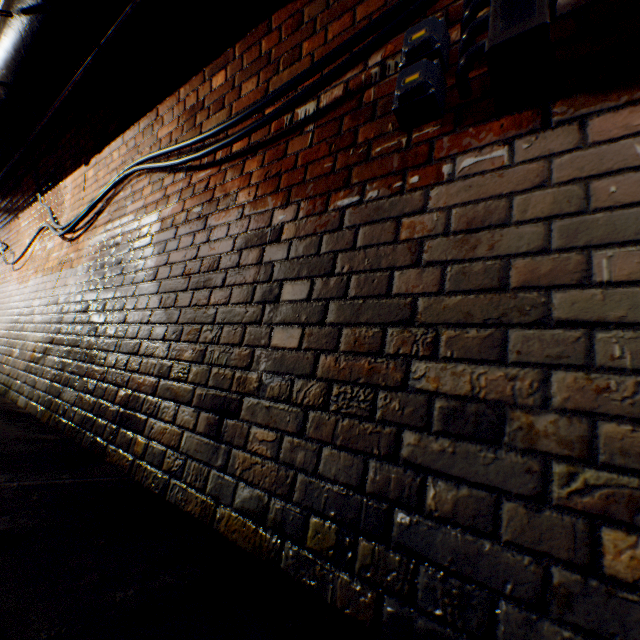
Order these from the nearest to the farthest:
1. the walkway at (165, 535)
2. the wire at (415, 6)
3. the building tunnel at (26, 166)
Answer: the walkway at (165, 535), the wire at (415, 6), the building tunnel at (26, 166)

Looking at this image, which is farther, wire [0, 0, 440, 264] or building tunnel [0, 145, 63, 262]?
building tunnel [0, 145, 63, 262]

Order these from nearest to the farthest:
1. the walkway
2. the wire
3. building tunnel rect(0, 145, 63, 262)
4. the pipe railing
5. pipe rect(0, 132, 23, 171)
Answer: the walkway
the wire
the pipe railing
pipe rect(0, 132, 23, 171)
building tunnel rect(0, 145, 63, 262)

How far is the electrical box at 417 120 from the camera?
1.0m

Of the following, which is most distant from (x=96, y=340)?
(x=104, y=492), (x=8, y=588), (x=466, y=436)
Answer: (x=466, y=436)

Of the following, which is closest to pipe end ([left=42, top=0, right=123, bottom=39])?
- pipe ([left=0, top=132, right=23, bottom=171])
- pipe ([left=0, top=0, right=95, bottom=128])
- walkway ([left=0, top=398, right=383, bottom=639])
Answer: pipe ([left=0, top=0, right=95, bottom=128])

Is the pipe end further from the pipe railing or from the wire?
the wire

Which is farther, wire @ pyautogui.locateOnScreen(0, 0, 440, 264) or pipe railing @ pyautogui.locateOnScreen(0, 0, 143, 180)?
pipe railing @ pyautogui.locateOnScreen(0, 0, 143, 180)
